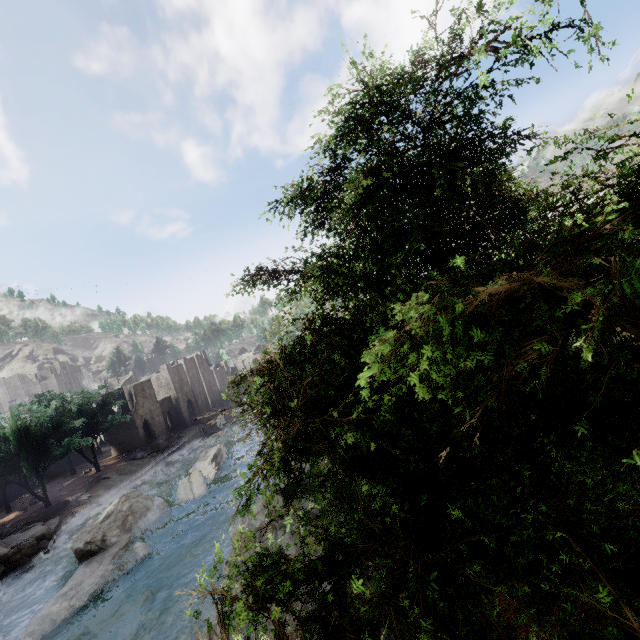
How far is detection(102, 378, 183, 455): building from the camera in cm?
5050

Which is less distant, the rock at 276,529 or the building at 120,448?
the rock at 276,529

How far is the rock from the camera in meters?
14.3

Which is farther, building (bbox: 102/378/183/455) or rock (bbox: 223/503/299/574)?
building (bbox: 102/378/183/455)

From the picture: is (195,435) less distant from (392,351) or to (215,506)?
(215,506)

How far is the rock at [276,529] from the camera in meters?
14.3
